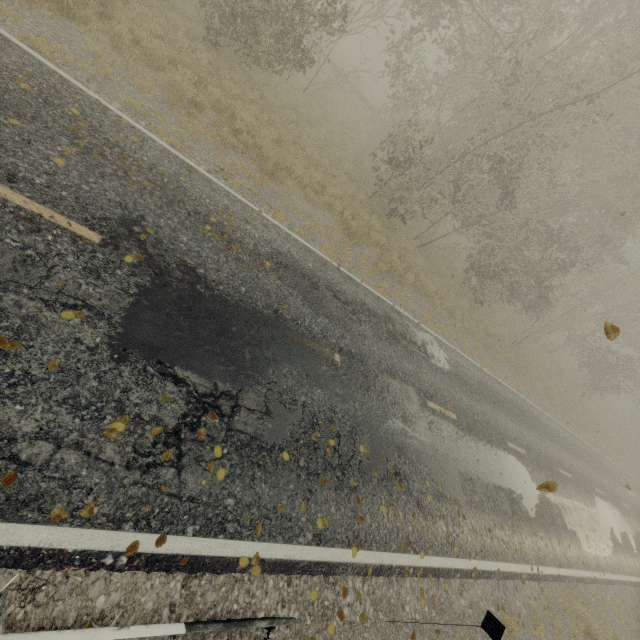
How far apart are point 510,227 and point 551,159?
3.4 meters

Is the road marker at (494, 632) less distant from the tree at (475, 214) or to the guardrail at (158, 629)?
the guardrail at (158, 629)

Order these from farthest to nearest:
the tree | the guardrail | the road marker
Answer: the tree, the road marker, the guardrail

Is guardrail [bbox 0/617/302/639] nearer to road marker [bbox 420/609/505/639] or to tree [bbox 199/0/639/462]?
road marker [bbox 420/609/505/639]

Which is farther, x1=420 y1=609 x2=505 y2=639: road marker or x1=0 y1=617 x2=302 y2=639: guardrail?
x1=420 y1=609 x2=505 y2=639: road marker

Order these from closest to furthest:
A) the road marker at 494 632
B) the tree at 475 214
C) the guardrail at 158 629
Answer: the guardrail at 158 629
the road marker at 494 632
the tree at 475 214

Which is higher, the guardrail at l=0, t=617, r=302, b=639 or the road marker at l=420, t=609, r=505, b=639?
the road marker at l=420, t=609, r=505, b=639
